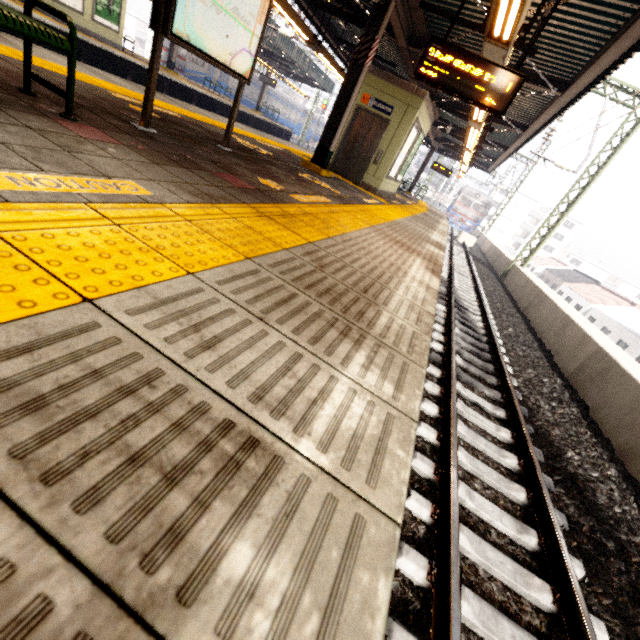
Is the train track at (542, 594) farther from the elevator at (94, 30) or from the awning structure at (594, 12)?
the elevator at (94, 30)

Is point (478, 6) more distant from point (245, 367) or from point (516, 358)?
point (245, 367)

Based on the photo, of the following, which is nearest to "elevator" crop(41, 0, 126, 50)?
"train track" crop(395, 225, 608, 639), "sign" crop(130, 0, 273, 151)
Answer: "sign" crop(130, 0, 273, 151)

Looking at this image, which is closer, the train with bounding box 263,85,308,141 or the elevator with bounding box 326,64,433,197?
the elevator with bounding box 326,64,433,197

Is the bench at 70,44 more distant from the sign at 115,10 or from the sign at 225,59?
the sign at 115,10

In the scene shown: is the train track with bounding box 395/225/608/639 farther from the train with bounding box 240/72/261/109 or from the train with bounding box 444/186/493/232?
the train with bounding box 444/186/493/232

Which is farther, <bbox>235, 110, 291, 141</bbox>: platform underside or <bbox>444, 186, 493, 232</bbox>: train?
<bbox>444, 186, 493, 232</bbox>: train

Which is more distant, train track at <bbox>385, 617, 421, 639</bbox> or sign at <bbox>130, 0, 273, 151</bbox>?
sign at <bbox>130, 0, 273, 151</bbox>
